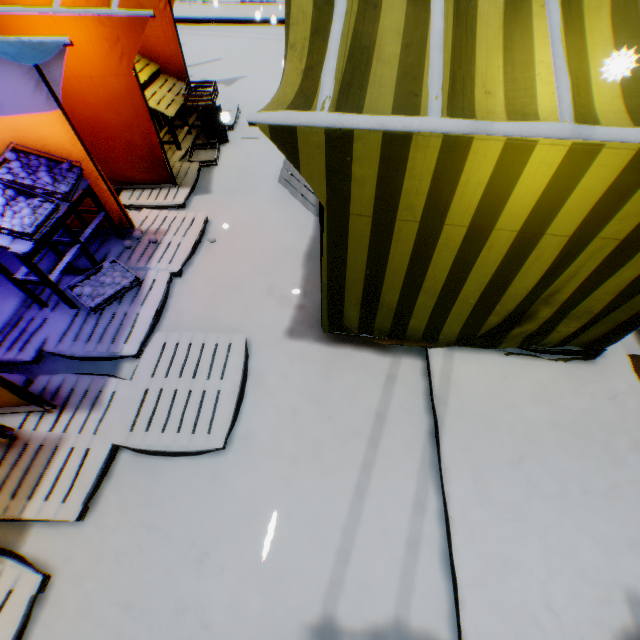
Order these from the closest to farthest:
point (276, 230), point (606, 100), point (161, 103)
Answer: point (606, 100), point (276, 230), point (161, 103)

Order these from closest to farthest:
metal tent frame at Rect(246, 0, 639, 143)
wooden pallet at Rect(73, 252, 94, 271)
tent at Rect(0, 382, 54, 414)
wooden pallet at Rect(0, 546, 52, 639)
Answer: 1. metal tent frame at Rect(246, 0, 639, 143)
2. wooden pallet at Rect(0, 546, 52, 639)
3. tent at Rect(0, 382, 54, 414)
4. wooden pallet at Rect(73, 252, 94, 271)

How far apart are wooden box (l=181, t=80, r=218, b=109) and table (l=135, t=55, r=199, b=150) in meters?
0.1 m

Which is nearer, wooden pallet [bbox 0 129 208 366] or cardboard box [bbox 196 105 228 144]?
wooden pallet [bbox 0 129 208 366]

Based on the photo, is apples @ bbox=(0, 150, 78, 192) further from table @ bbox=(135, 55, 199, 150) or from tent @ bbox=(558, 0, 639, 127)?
table @ bbox=(135, 55, 199, 150)

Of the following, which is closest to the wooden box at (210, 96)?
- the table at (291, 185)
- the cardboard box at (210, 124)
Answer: the cardboard box at (210, 124)

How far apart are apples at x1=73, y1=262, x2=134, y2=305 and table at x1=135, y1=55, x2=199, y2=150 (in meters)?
3.04

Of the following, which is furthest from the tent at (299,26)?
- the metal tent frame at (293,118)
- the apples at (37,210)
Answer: the apples at (37,210)
